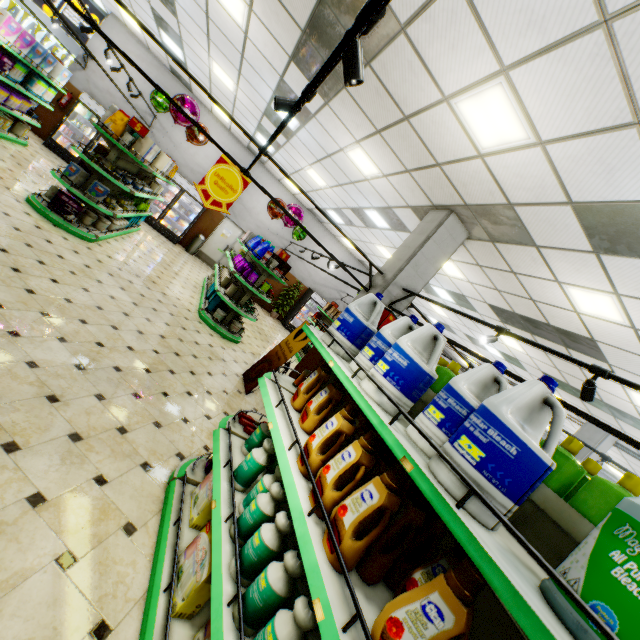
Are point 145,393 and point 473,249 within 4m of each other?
no

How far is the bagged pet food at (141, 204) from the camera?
8.5m

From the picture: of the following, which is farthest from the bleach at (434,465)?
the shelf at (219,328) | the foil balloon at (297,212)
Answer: the foil balloon at (297,212)

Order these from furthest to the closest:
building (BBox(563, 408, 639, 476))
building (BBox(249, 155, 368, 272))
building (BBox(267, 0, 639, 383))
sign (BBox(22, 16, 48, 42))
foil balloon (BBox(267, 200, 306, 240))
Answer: sign (BBox(22, 16, 48, 42)), building (BBox(249, 155, 368, 272)), building (BBox(563, 408, 639, 476)), foil balloon (BBox(267, 200, 306, 240)), building (BBox(267, 0, 639, 383))

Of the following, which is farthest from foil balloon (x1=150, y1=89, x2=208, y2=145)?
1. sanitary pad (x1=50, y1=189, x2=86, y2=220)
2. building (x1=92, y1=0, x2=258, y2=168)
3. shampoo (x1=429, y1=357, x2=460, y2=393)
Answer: shampoo (x1=429, y1=357, x2=460, y2=393)

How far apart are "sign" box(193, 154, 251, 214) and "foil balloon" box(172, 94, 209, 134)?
4.5m

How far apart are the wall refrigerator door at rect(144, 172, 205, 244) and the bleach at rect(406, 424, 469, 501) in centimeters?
1339cm

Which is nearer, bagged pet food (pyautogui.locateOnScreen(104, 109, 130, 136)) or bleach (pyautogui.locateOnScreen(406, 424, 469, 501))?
bleach (pyautogui.locateOnScreen(406, 424, 469, 501))
